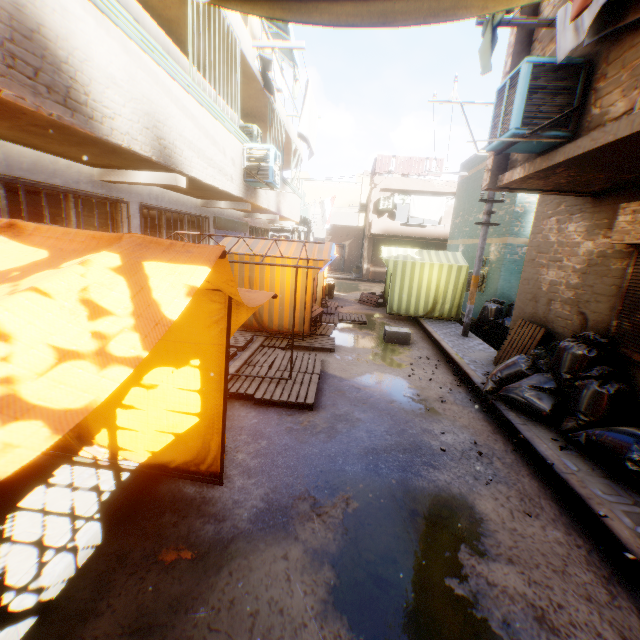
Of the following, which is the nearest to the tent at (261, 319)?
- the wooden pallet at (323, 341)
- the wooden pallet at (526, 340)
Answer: the wooden pallet at (323, 341)

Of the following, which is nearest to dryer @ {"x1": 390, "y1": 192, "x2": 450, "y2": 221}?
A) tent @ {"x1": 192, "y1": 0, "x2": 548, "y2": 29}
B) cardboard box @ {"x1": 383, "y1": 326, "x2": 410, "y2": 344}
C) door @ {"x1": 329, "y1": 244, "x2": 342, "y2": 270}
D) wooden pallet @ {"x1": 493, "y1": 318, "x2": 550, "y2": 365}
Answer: tent @ {"x1": 192, "y1": 0, "x2": 548, "y2": 29}

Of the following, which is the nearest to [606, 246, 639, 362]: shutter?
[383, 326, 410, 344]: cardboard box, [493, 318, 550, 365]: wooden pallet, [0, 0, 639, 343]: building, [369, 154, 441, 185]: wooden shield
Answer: [0, 0, 639, 343]: building

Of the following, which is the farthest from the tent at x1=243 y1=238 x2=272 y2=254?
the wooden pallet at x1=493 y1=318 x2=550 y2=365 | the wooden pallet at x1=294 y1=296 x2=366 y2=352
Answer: the wooden pallet at x1=493 y1=318 x2=550 y2=365

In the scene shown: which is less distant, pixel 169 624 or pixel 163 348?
pixel 169 624

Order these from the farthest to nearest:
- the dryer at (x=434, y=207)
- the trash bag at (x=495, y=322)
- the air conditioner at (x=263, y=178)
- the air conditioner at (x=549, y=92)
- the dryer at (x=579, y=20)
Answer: the dryer at (x=434, y=207)
the trash bag at (x=495, y=322)
the air conditioner at (x=263, y=178)
the air conditioner at (x=549, y=92)
the dryer at (x=579, y=20)

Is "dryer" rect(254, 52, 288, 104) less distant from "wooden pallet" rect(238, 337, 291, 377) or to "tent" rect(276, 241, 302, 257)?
"tent" rect(276, 241, 302, 257)

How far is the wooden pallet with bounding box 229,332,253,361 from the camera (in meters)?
6.83
